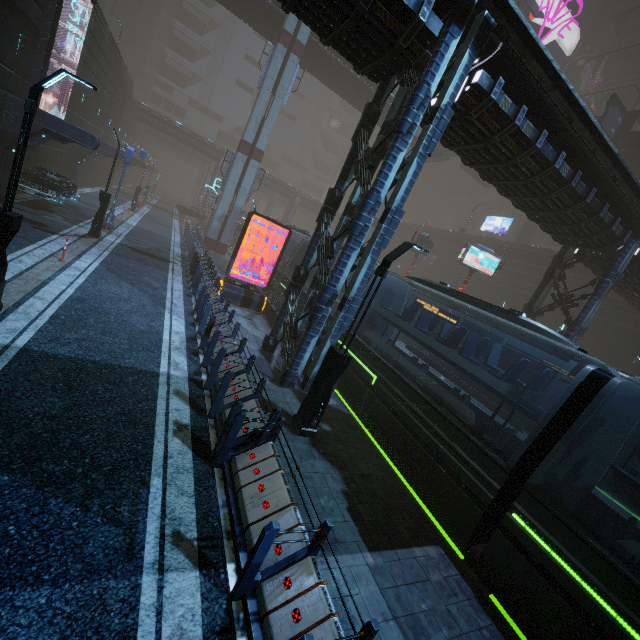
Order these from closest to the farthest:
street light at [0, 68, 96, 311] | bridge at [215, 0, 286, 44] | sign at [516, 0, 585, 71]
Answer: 1. street light at [0, 68, 96, 311]
2. bridge at [215, 0, 286, 44]
3. sign at [516, 0, 585, 71]

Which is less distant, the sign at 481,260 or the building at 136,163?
the sign at 481,260

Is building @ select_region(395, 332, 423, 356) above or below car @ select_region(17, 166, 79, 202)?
below

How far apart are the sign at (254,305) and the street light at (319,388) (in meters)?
9.56

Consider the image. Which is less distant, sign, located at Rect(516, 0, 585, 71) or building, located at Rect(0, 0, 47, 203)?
building, located at Rect(0, 0, 47, 203)

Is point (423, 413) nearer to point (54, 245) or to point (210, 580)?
point (210, 580)

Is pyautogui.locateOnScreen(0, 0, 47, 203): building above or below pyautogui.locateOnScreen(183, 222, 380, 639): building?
above

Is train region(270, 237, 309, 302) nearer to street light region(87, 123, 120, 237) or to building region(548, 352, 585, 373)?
building region(548, 352, 585, 373)
